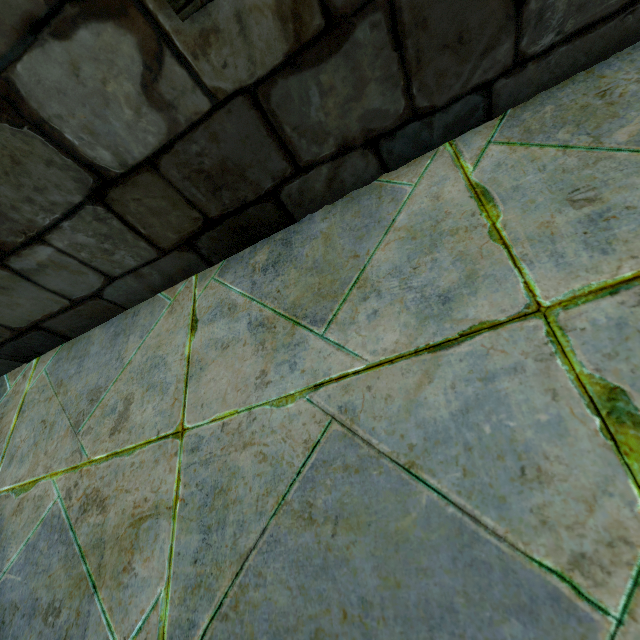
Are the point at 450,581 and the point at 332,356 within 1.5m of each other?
yes
